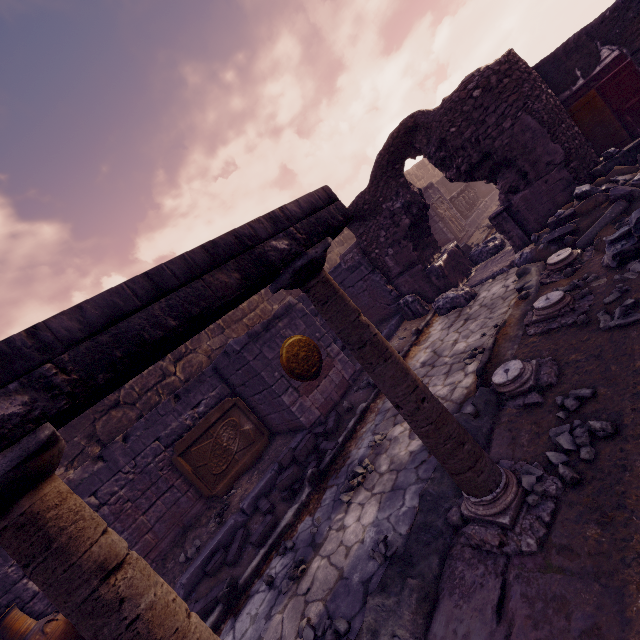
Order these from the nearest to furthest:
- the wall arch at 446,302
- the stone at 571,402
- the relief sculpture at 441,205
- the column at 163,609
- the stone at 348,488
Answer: the column at 163,609 < the stone at 571,402 < the stone at 348,488 < the wall arch at 446,302 < the relief sculpture at 441,205

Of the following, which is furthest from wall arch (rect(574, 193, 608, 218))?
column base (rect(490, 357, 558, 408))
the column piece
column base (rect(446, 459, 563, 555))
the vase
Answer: the vase

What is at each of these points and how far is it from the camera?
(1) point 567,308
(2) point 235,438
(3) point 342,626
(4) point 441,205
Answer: (1) column base, 3.91m
(2) relief sculpture, 7.21m
(3) stone, 2.62m
(4) relief sculpture, 12.70m

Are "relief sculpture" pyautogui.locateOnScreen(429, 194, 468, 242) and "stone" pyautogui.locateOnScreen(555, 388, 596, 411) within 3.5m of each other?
no

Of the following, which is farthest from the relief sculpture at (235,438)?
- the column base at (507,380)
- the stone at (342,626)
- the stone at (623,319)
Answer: the stone at (623,319)

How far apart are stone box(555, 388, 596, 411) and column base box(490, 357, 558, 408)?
0.2 meters

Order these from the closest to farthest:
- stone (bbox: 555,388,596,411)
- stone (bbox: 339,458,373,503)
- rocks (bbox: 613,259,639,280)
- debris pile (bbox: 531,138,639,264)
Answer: stone (bbox: 555,388,596,411)
rocks (bbox: 613,259,639,280)
stone (bbox: 339,458,373,503)
debris pile (bbox: 531,138,639,264)

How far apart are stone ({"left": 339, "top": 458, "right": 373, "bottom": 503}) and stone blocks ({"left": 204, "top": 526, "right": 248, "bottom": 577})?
1.7m
